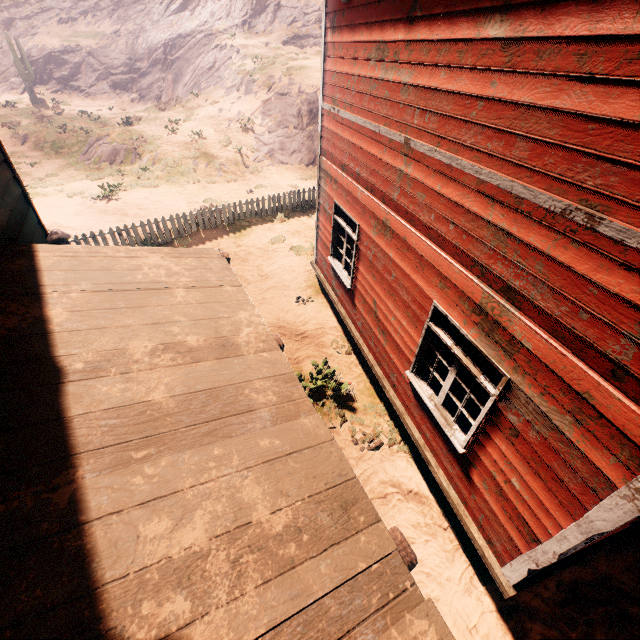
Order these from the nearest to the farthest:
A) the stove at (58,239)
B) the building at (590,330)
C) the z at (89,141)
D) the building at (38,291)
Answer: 1. the building at (38,291)
2. the building at (590,330)
3. the stove at (58,239)
4. the z at (89,141)

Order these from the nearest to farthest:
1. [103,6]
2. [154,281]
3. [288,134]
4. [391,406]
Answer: [154,281] < [391,406] < [288,134] < [103,6]

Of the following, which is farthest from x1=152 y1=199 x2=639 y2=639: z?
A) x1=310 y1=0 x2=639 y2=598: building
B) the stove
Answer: the stove

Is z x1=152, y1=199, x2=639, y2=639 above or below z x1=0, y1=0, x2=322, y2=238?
below

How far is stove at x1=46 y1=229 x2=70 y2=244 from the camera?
4.29m

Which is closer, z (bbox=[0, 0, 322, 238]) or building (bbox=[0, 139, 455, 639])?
building (bbox=[0, 139, 455, 639])

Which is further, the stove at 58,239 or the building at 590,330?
the stove at 58,239
